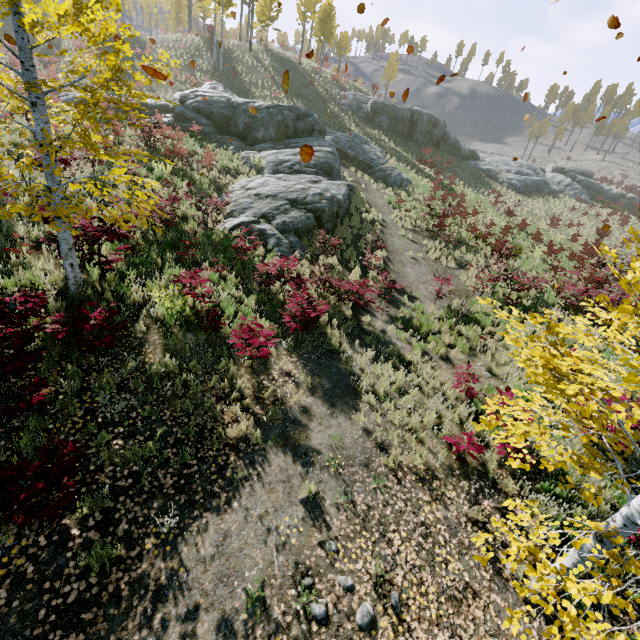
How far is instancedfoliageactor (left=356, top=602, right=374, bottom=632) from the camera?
3.9m

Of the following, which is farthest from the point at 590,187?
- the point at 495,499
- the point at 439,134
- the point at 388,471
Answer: the point at 388,471

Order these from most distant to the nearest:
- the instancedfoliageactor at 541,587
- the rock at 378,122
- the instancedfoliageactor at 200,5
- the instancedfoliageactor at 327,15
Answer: the instancedfoliageactor at 327,15
the rock at 378,122
the instancedfoliageactor at 200,5
the instancedfoliageactor at 541,587

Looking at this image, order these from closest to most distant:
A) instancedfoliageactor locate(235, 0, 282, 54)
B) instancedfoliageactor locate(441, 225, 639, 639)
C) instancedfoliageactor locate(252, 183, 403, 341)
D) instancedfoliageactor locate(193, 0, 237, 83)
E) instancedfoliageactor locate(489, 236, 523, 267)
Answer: instancedfoliageactor locate(441, 225, 639, 639), instancedfoliageactor locate(252, 183, 403, 341), instancedfoliageactor locate(489, 236, 523, 267), instancedfoliageactor locate(193, 0, 237, 83), instancedfoliageactor locate(235, 0, 282, 54)

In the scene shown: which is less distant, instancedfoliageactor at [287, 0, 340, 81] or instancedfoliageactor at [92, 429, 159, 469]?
instancedfoliageactor at [92, 429, 159, 469]

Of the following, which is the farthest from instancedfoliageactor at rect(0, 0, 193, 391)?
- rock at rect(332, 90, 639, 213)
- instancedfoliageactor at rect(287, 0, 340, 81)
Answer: instancedfoliageactor at rect(287, 0, 340, 81)

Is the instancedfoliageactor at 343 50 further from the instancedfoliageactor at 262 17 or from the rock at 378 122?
the instancedfoliageactor at 262 17
